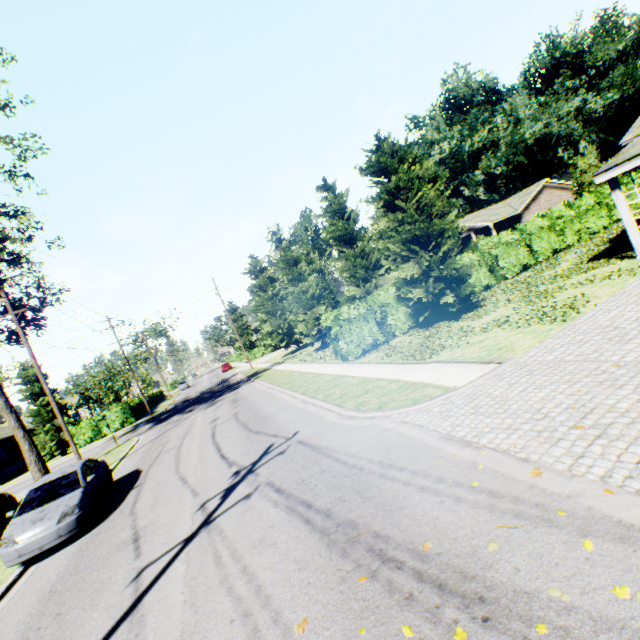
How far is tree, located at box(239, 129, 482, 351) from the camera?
15.25m

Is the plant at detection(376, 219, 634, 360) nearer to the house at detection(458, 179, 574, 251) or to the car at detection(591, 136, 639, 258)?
the car at detection(591, 136, 639, 258)

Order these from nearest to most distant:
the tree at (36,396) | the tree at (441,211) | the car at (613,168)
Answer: the car at (613,168)
the tree at (441,211)
the tree at (36,396)

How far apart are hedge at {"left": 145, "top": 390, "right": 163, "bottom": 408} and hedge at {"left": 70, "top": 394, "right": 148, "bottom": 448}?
15.6m

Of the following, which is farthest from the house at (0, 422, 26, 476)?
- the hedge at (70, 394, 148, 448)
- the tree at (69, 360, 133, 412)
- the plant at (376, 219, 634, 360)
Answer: the plant at (376, 219, 634, 360)

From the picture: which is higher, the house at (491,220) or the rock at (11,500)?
the house at (491,220)

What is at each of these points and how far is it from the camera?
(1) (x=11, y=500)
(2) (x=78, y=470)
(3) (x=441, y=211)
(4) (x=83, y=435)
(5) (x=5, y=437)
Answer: (1) rock, 17.25m
(2) car, 10.33m
(3) tree, 23.55m
(4) hedge, 33.34m
(5) house, 36.38m

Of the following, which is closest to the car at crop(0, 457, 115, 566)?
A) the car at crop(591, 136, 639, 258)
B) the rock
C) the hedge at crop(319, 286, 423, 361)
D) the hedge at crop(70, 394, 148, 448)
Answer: the rock
